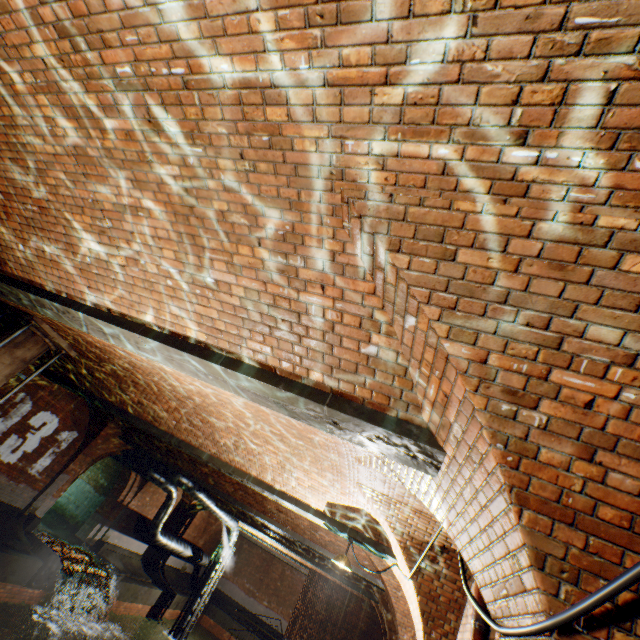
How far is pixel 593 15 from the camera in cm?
108

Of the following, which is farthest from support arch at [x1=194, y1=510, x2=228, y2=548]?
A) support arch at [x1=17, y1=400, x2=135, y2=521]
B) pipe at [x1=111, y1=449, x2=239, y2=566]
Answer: support arch at [x1=17, y1=400, x2=135, y2=521]

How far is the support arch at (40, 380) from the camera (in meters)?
10.80

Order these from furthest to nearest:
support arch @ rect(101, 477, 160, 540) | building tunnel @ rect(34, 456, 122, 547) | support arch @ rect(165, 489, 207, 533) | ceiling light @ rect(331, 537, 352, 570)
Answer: support arch @ rect(165, 489, 207, 533) < support arch @ rect(101, 477, 160, 540) < building tunnel @ rect(34, 456, 122, 547) < ceiling light @ rect(331, 537, 352, 570)

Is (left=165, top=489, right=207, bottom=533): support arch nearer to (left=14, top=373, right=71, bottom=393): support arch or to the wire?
(left=14, top=373, right=71, bottom=393): support arch

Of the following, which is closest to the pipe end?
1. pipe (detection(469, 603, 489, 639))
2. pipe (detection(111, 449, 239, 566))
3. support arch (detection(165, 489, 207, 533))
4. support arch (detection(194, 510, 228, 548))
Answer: pipe (detection(111, 449, 239, 566))

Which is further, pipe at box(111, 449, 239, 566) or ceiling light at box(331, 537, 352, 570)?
pipe at box(111, 449, 239, 566)

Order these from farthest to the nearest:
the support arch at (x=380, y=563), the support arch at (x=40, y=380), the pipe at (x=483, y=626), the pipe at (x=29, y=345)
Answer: the support arch at (x=40, y=380), the support arch at (x=380, y=563), the pipe at (x=29, y=345), the pipe at (x=483, y=626)
